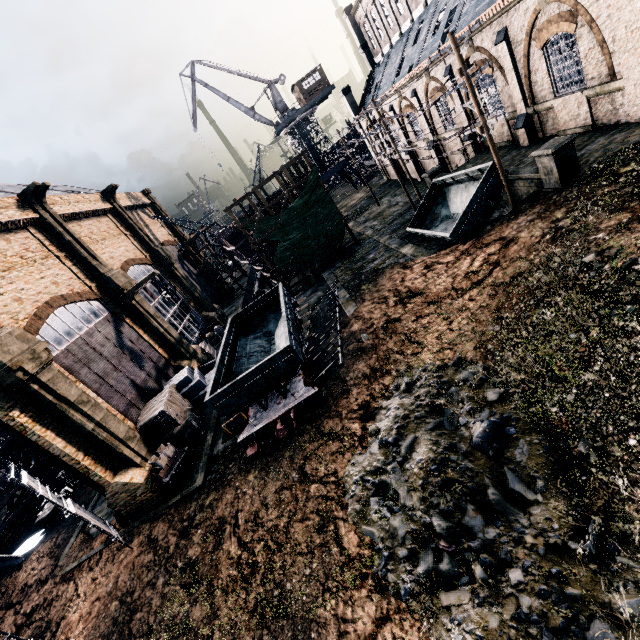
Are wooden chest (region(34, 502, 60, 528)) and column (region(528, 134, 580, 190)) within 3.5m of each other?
no

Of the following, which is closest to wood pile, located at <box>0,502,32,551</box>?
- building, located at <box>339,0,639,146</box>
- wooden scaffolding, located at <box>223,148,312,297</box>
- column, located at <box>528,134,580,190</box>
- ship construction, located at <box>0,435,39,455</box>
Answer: ship construction, located at <box>0,435,39,455</box>

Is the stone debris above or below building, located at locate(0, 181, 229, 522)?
below

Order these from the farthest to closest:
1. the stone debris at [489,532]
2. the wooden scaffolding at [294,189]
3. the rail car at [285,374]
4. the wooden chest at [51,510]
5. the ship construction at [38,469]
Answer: Answer: the wooden scaffolding at [294,189] → the ship construction at [38,469] → the wooden chest at [51,510] → the rail car at [285,374] → the stone debris at [489,532]

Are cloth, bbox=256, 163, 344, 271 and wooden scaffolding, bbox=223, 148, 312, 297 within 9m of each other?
yes

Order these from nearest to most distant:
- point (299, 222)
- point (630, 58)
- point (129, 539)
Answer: point (630, 58) < point (129, 539) < point (299, 222)

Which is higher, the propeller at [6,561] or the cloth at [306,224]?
the cloth at [306,224]

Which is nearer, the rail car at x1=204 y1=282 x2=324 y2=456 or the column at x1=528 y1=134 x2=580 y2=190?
the column at x1=528 y1=134 x2=580 y2=190
